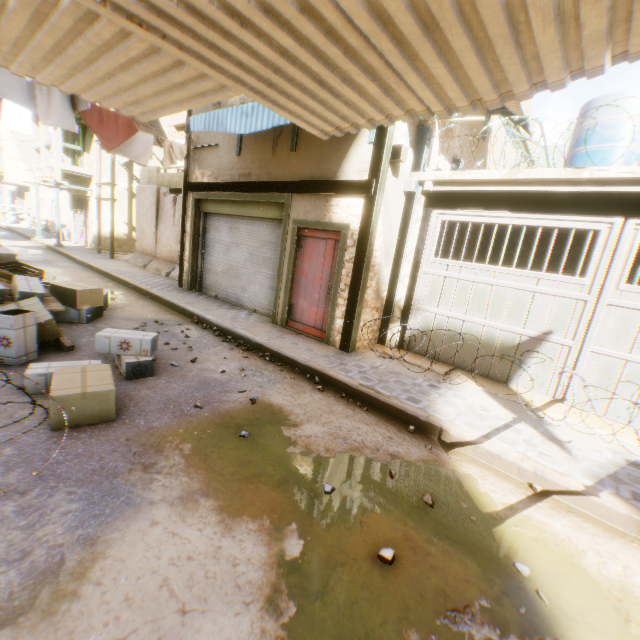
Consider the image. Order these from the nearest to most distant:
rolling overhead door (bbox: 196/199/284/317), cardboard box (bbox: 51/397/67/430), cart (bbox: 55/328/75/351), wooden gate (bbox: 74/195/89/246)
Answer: cardboard box (bbox: 51/397/67/430) → cart (bbox: 55/328/75/351) → rolling overhead door (bbox: 196/199/284/317) → wooden gate (bbox: 74/195/89/246)

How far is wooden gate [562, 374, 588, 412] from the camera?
5.22m

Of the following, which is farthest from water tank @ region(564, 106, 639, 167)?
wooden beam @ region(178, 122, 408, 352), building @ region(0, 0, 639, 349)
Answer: wooden beam @ region(178, 122, 408, 352)

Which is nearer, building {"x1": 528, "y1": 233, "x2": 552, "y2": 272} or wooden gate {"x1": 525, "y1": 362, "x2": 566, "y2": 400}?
wooden gate {"x1": 525, "y1": 362, "x2": 566, "y2": 400}

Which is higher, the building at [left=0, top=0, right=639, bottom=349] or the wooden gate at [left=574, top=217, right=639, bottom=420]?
the building at [left=0, top=0, right=639, bottom=349]

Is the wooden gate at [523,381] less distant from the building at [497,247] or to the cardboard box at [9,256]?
the building at [497,247]

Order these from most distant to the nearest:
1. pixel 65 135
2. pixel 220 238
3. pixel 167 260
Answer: pixel 65 135
pixel 167 260
pixel 220 238

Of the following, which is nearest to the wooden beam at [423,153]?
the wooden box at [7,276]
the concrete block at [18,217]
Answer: the wooden box at [7,276]
